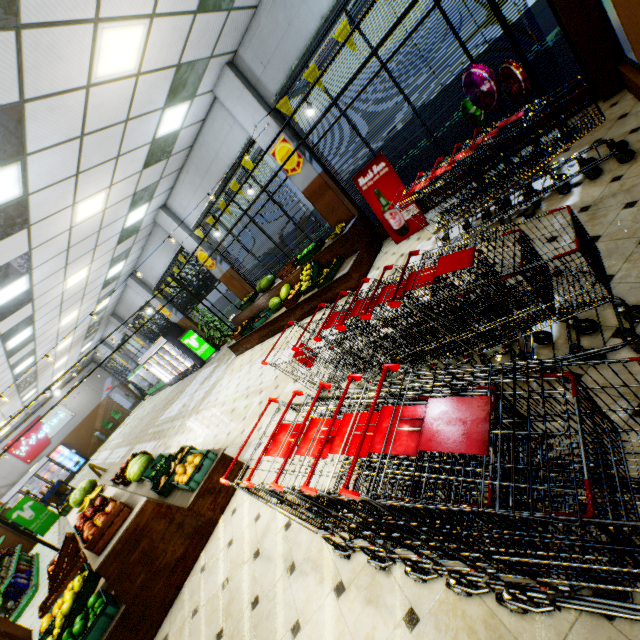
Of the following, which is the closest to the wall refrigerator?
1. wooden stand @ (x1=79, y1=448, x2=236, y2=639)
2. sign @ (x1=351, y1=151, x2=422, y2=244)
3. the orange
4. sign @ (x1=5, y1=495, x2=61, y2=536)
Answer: wooden stand @ (x1=79, y1=448, x2=236, y2=639)

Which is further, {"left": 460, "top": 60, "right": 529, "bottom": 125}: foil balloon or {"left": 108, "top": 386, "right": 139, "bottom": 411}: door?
{"left": 108, "top": 386, "right": 139, "bottom": 411}: door

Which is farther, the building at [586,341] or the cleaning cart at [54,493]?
the cleaning cart at [54,493]

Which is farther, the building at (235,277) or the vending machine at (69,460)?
the vending machine at (69,460)

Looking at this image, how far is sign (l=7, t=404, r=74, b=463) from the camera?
20.8m

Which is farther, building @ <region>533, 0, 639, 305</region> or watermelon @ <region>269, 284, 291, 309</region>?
watermelon @ <region>269, 284, 291, 309</region>

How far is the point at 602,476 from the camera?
1.0 meters

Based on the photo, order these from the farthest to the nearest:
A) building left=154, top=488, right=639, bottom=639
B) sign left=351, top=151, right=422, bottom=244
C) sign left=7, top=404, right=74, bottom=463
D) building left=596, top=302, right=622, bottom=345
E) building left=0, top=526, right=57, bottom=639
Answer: sign left=7, top=404, right=74, bottom=463 < sign left=351, top=151, right=422, bottom=244 < building left=0, top=526, right=57, bottom=639 < building left=596, top=302, right=622, bottom=345 < building left=154, top=488, right=639, bottom=639
